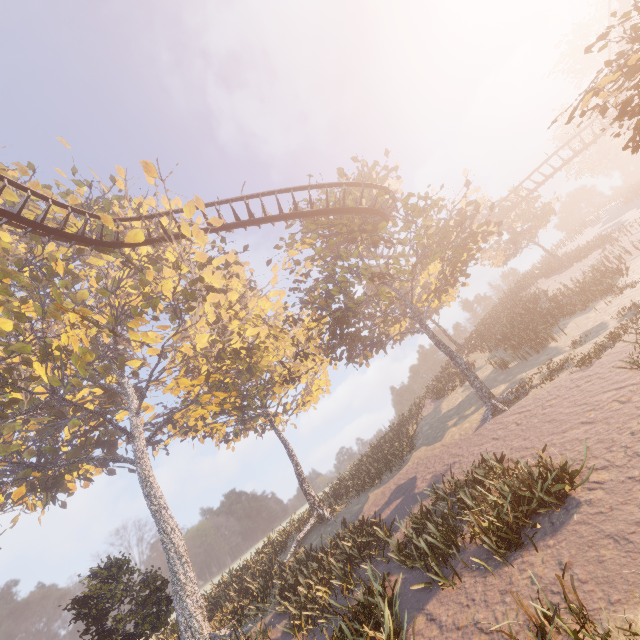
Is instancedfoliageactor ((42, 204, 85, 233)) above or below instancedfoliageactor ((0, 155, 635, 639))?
above

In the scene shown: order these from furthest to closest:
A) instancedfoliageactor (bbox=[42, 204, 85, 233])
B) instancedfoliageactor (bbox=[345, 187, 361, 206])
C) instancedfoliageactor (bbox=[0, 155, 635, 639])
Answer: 1. instancedfoliageactor (bbox=[345, 187, 361, 206])
2. instancedfoliageactor (bbox=[42, 204, 85, 233])
3. instancedfoliageactor (bbox=[0, 155, 635, 639])

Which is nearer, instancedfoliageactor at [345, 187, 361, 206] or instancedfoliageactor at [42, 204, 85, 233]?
instancedfoliageactor at [42, 204, 85, 233]

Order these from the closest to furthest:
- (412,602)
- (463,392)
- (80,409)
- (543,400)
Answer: (412,602) → (543,400) → (80,409) → (463,392)

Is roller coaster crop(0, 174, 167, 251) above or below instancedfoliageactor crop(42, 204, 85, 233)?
below

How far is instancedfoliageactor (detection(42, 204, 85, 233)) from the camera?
15.91m

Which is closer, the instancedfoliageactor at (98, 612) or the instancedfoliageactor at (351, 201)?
the instancedfoliageactor at (98, 612)

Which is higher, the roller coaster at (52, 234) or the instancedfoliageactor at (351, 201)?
the roller coaster at (52, 234)
